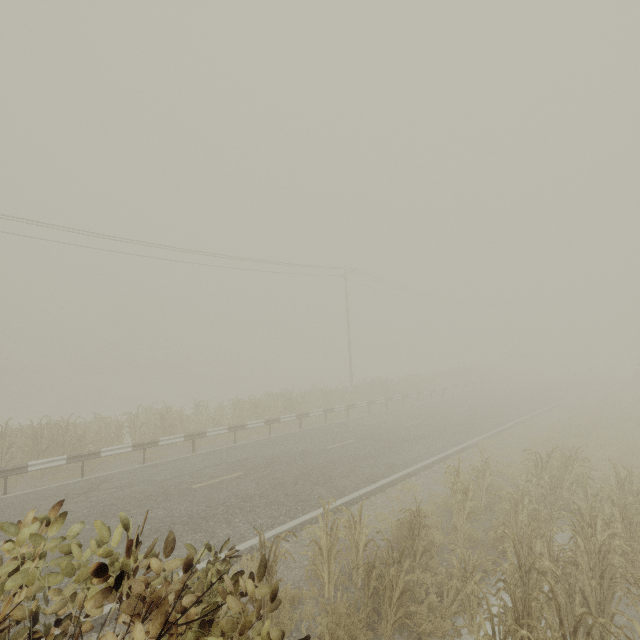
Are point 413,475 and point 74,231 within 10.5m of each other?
no

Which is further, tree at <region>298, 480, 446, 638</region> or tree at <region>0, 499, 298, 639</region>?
tree at <region>298, 480, 446, 638</region>

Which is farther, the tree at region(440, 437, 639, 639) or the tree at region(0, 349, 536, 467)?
the tree at region(0, 349, 536, 467)

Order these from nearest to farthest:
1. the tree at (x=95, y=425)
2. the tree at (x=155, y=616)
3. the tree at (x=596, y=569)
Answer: the tree at (x=155, y=616) → the tree at (x=596, y=569) → the tree at (x=95, y=425)

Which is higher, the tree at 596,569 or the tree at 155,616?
Result: the tree at 155,616

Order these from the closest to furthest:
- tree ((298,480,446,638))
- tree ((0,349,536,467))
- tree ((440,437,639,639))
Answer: tree ((440,437,639,639)) < tree ((298,480,446,638)) < tree ((0,349,536,467))
